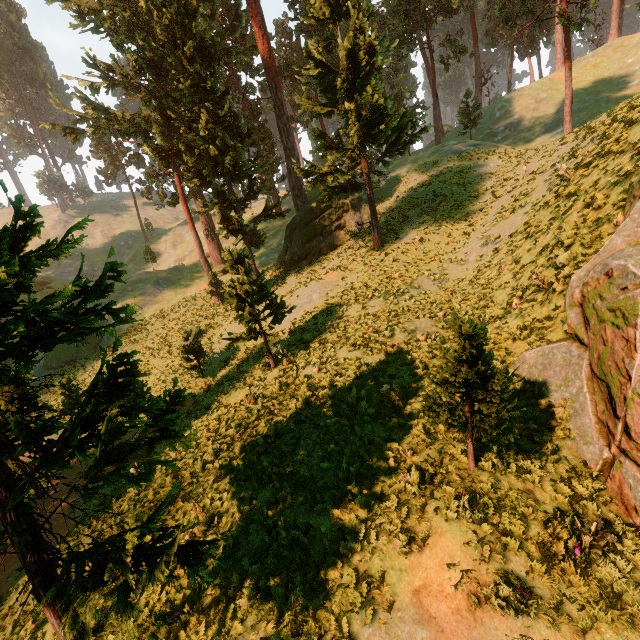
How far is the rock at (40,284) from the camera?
50.4 meters

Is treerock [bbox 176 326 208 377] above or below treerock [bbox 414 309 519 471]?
below

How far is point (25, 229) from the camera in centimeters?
449cm

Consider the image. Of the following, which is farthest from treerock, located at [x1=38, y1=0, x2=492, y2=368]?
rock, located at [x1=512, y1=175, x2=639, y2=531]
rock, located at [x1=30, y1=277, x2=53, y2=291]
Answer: rock, located at [x1=30, y1=277, x2=53, y2=291]

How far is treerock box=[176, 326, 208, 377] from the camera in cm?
2156

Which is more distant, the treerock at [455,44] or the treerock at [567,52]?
the treerock at [455,44]

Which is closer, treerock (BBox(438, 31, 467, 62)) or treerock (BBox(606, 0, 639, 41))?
treerock (BBox(438, 31, 467, 62))

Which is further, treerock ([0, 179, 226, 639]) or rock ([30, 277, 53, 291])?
rock ([30, 277, 53, 291])
